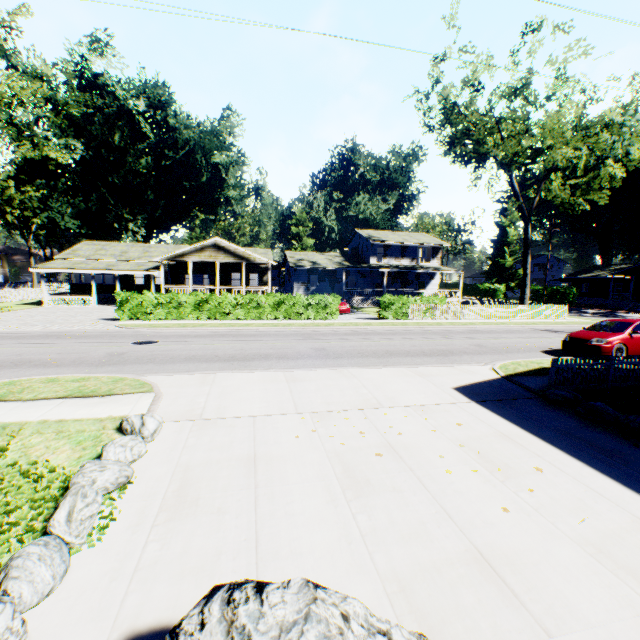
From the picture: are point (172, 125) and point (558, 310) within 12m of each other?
no

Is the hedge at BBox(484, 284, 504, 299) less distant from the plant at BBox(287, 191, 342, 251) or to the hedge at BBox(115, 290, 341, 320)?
the plant at BBox(287, 191, 342, 251)

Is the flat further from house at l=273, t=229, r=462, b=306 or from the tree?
the tree

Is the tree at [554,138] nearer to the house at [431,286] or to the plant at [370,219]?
the house at [431,286]

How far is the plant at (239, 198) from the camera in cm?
5780

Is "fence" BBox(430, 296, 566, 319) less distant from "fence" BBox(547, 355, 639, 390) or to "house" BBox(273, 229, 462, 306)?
"house" BBox(273, 229, 462, 306)

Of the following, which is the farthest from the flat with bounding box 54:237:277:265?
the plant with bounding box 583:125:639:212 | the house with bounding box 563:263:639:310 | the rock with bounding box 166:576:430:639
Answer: the house with bounding box 563:263:639:310

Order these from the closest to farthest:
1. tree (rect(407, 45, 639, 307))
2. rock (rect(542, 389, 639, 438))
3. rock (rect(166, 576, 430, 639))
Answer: rock (rect(166, 576, 430, 639))
rock (rect(542, 389, 639, 438))
tree (rect(407, 45, 639, 307))
